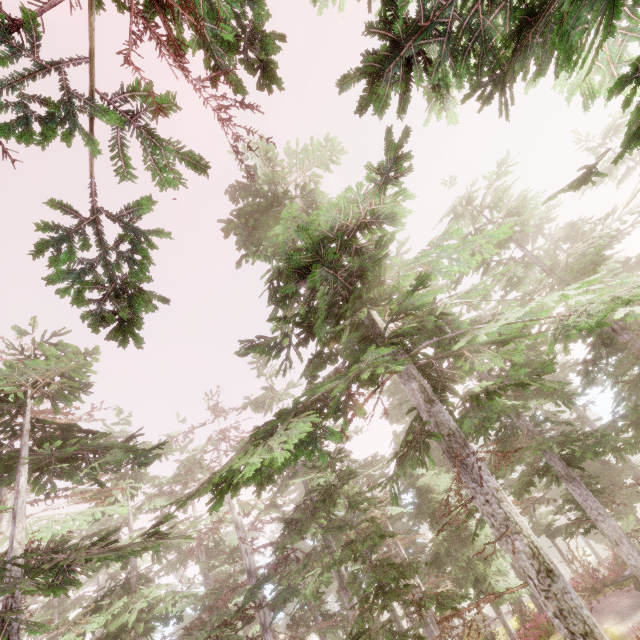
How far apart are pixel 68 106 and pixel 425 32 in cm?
630
